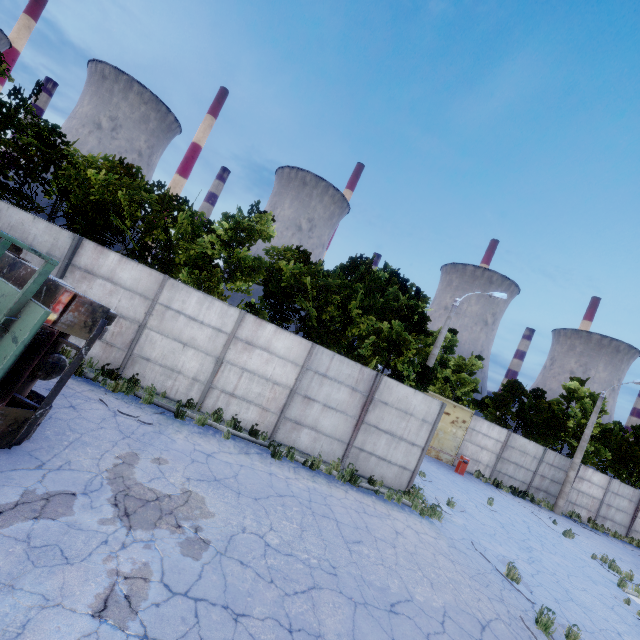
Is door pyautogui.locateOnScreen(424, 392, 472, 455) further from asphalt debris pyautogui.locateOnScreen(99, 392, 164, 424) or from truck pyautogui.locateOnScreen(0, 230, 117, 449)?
truck pyautogui.locateOnScreen(0, 230, 117, 449)

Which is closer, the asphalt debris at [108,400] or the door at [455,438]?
the asphalt debris at [108,400]

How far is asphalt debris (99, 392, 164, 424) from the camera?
8.4m

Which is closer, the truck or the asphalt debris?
the truck

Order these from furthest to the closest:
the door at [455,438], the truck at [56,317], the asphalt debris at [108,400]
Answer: the door at [455,438], the asphalt debris at [108,400], the truck at [56,317]

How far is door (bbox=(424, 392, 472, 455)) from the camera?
21.4m

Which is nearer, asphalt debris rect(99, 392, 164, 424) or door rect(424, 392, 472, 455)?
asphalt debris rect(99, 392, 164, 424)

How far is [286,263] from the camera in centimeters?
1485cm
